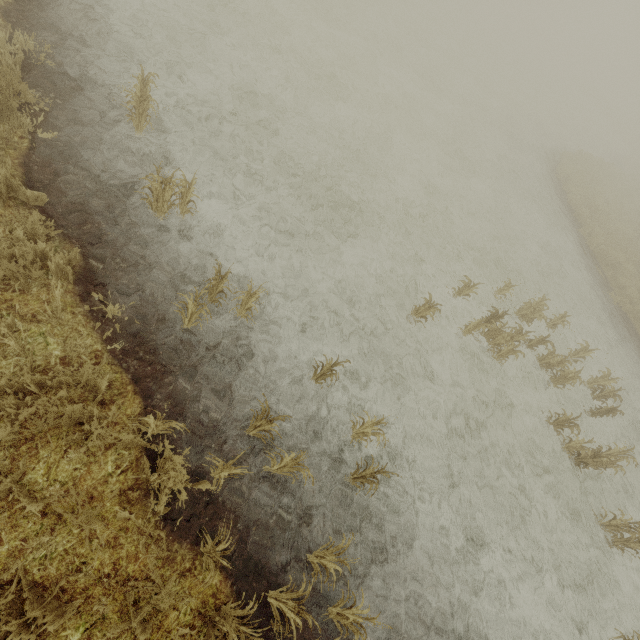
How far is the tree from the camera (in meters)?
4.50

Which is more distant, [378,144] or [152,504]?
[378,144]

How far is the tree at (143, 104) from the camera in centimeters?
450cm
